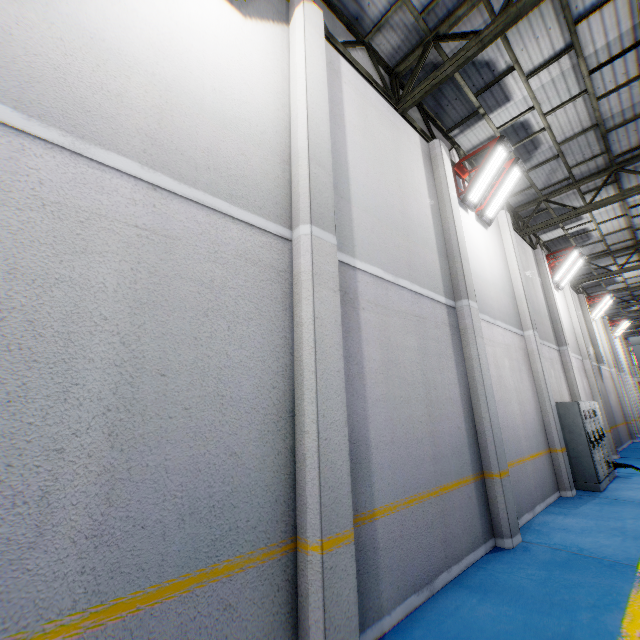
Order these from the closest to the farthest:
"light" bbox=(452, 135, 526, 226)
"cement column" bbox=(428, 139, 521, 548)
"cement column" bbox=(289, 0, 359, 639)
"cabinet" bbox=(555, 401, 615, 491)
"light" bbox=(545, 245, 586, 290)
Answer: "cement column" bbox=(289, 0, 359, 639) → "cement column" bbox=(428, 139, 521, 548) → "light" bbox=(452, 135, 526, 226) → "cabinet" bbox=(555, 401, 615, 491) → "light" bbox=(545, 245, 586, 290)

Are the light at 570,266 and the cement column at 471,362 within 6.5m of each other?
no

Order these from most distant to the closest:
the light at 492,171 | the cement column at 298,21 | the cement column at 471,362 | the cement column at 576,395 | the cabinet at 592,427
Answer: the cement column at 576,395, the cabinet at 592,427, the light at 492,171, the cement column at 471,362, the cement column at 298,21

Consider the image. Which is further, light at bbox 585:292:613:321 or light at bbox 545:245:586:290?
light at bbox 585:292:613:321

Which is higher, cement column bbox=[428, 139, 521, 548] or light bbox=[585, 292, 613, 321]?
light bbox=[585, 292, 613, 321]

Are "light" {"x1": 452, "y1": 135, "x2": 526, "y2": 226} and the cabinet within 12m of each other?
yes

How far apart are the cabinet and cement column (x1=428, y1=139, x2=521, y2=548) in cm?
442

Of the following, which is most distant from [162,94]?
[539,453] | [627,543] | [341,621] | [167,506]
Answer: [539,453]
